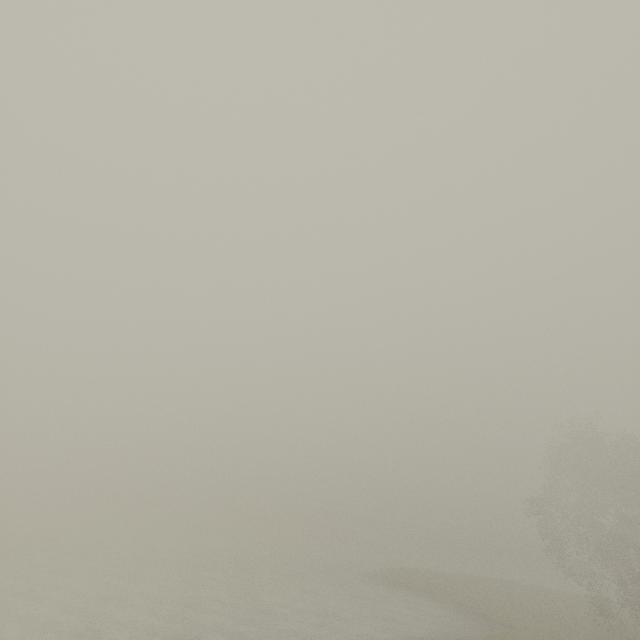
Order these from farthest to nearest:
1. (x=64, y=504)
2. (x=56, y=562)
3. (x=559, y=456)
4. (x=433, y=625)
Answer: (x=64, y=504)
(x=559, y=456)
(x=56, y=562)
(x=433, y=625)
